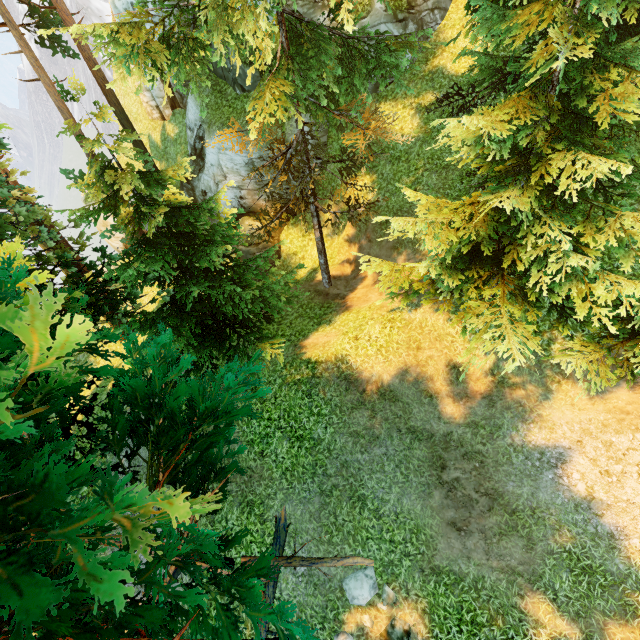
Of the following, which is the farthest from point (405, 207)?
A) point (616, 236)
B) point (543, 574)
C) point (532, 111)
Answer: point (543, 574)

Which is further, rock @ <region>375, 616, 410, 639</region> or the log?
the log

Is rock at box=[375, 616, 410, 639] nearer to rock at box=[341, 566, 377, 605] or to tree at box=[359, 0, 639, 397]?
rock at box=[341, 566, 377, 605]

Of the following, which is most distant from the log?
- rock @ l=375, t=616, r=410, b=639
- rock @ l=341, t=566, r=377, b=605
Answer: rock @ l=375, t=616, r=410, b=639

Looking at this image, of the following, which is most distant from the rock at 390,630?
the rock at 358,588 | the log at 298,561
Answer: the log at 298,561

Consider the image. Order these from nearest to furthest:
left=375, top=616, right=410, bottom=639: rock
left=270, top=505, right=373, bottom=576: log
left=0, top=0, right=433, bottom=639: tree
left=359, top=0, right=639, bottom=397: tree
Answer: left=0, top=0, right=433, bottom=639: tree, left=359, top=0, right=639, bottom=397: tree, left=375, top=616, right=410, bottom=639: rock, left=270, top=505, right=373, bottom=576: log

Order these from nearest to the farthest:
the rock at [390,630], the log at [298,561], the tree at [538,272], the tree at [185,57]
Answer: the tree at [185,57]
the tree at [538,272]
the rock at [390,630]
the log at [298,561]
